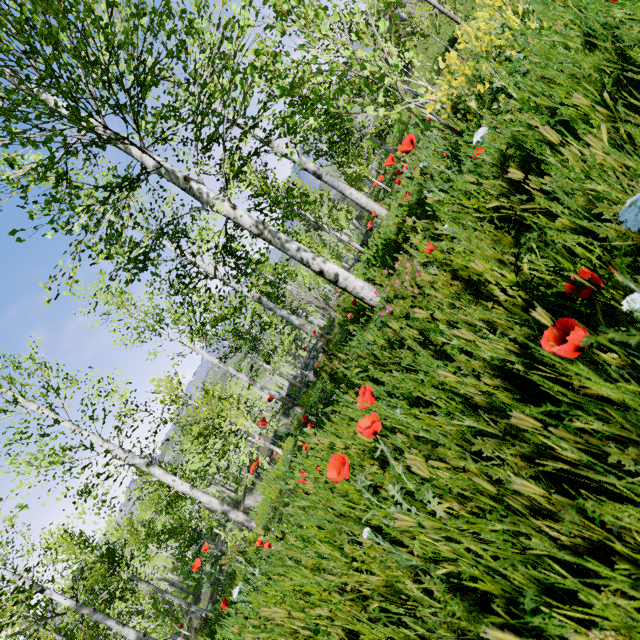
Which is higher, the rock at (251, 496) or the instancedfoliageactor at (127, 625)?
the instancedfoliageactor at (127, 625)

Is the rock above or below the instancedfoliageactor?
below

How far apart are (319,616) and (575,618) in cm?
174

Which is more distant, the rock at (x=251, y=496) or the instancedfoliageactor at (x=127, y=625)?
the rock at (x=251, y=496)

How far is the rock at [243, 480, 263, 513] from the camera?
25.86m

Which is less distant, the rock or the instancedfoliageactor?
the instancedfoliageactor
